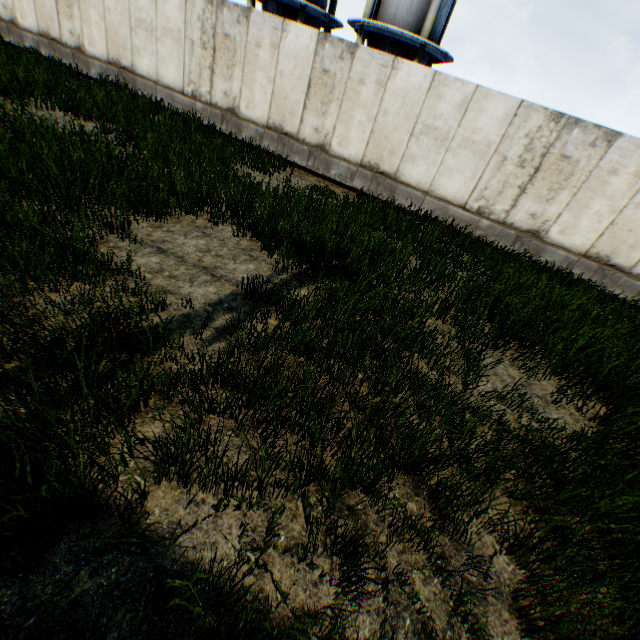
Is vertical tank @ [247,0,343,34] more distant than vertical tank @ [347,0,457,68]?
Yes

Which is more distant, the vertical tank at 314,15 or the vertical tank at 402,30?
the vertical tank at 314,15

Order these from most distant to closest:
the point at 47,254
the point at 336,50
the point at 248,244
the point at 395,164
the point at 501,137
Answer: the point at 395,164 → the point at 336,50 → the point at 501,137 → the point at 248,244 → the point at 47,254
